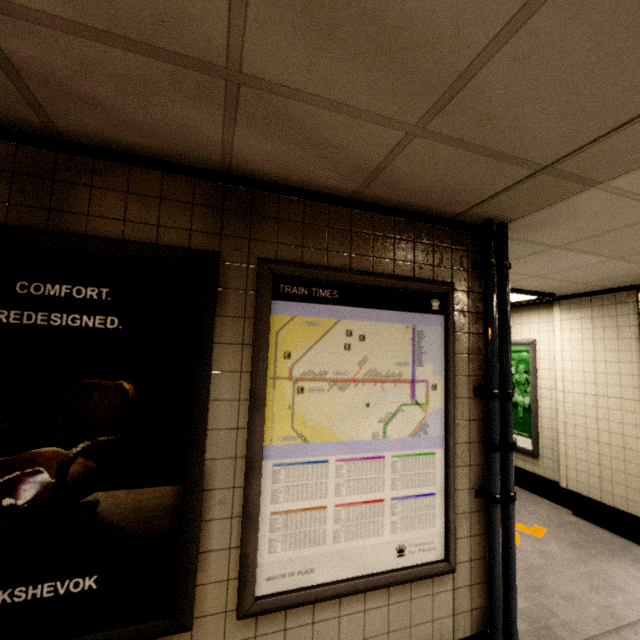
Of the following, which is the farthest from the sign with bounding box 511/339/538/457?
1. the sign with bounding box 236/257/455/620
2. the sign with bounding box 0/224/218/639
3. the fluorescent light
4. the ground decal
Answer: the sign with bounding box 0/224/218/639

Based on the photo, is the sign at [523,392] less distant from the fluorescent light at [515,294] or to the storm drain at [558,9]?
the fluorescent light at [515,294]

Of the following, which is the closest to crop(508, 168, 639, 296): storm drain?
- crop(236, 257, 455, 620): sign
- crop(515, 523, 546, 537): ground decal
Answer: crop(236, 257, 455, 620): sign

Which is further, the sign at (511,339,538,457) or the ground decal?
the sign at (511,339,538,457)

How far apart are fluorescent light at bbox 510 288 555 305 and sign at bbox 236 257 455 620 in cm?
177

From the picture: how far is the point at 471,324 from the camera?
2.2 meters

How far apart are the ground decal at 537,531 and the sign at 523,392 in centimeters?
115cm

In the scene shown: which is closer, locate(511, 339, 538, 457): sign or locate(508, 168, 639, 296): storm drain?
locate(508, 168, 639, 296): storm drain
